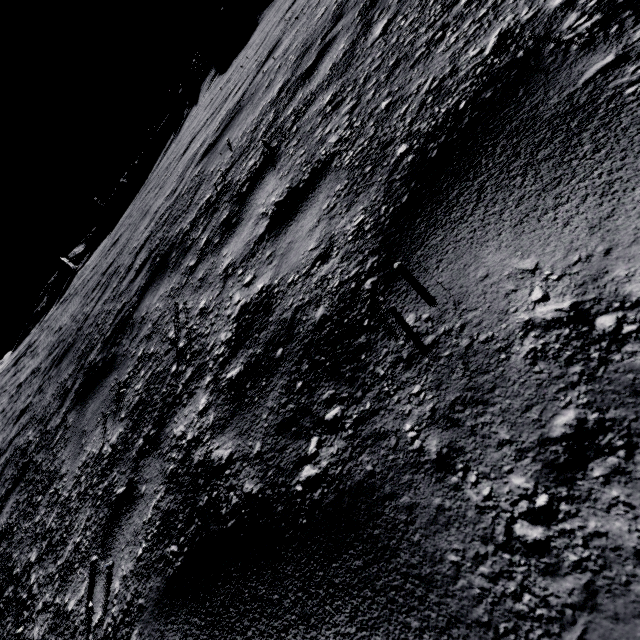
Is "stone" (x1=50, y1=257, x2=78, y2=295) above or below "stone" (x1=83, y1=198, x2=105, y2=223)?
below

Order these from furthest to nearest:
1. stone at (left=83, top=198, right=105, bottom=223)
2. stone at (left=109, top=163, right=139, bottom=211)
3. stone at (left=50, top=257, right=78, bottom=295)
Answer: stone at (left=83, top=198, right=105, bottom=223), stone at (left=109, top=163, right=139, bottom=211), stone at (left=50, top=257, right=78, bottom=295)

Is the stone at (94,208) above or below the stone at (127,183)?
above

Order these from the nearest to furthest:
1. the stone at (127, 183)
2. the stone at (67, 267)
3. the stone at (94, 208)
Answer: the stone at (67, 267) < the stone at (127, 183) < the stone at (94, 208)

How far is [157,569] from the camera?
1.5m

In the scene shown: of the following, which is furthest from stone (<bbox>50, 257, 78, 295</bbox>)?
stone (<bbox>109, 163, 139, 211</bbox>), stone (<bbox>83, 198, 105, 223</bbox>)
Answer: stone (<bbox>109, 163, 139, 211</bbox>)
